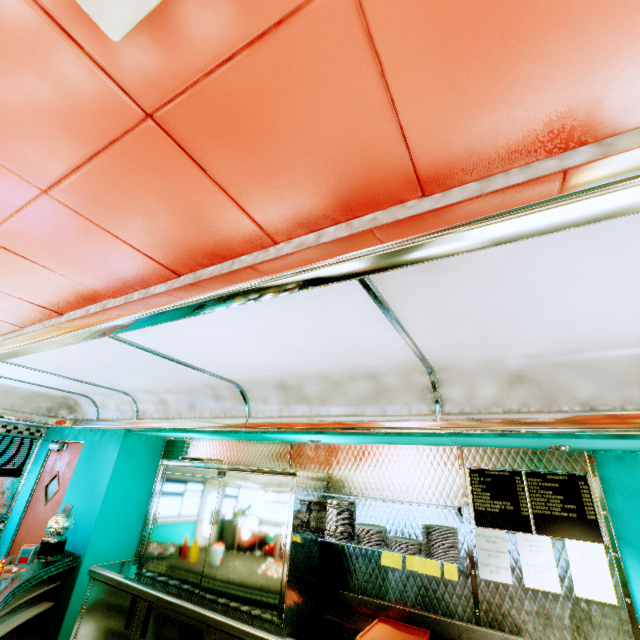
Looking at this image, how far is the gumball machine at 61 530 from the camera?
3.78m

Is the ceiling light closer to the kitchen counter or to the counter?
the counter

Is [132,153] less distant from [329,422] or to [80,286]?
[80,286]

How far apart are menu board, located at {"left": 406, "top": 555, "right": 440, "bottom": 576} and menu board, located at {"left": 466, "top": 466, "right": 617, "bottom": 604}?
0.29m

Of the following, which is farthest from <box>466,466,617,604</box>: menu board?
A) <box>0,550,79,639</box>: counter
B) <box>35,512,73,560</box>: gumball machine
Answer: <box>35,512,73,560</box>: gumball machine

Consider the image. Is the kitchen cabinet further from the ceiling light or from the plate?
the ceiling light

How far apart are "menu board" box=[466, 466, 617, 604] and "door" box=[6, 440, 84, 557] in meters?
5.6 m

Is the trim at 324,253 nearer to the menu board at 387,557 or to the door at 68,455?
the door at 68,455
